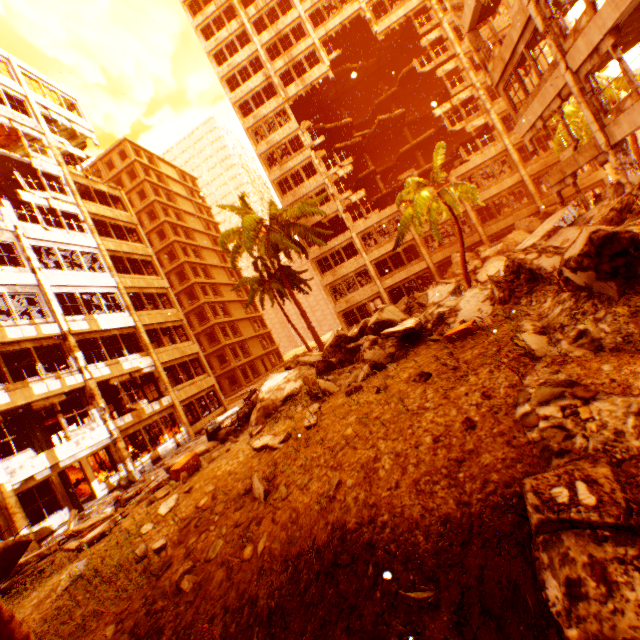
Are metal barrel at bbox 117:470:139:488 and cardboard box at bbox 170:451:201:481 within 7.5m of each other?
no

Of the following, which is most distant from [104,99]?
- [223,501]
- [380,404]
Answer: [380,404]

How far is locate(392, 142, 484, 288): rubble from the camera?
17.8m

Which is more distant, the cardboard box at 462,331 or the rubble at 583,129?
the rubble at 583,129

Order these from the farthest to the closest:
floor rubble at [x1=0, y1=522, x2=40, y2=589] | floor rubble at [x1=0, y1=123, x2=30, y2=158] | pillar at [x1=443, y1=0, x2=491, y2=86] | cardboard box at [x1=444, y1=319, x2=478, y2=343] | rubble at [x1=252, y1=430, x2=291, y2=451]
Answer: floor rubble at [x1=0, y1=123, x2=30, y2=158] < pillar at [x1=443, y1=0, x2=491, y2=86] < floor rubble at [x1=0, y1=522, x2=40, y2=589] < rubble at [x1=252, y1=430, x2=291, y2=451] < cardboard box at [x1=444, y1=319, x2=478, y2=343]

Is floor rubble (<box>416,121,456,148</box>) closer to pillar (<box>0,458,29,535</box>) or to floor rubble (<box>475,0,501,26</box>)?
pillar (<box>0,458,29,535</box>)

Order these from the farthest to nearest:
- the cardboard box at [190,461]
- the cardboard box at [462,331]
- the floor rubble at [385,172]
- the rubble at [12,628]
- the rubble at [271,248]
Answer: the floor rubble at [385,172], the rubble at [271,248], the cardboard box at [190,461], the cardboard box at [462,331], the rubble at [12,628]

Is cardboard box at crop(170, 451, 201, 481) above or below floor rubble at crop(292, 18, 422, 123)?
below
